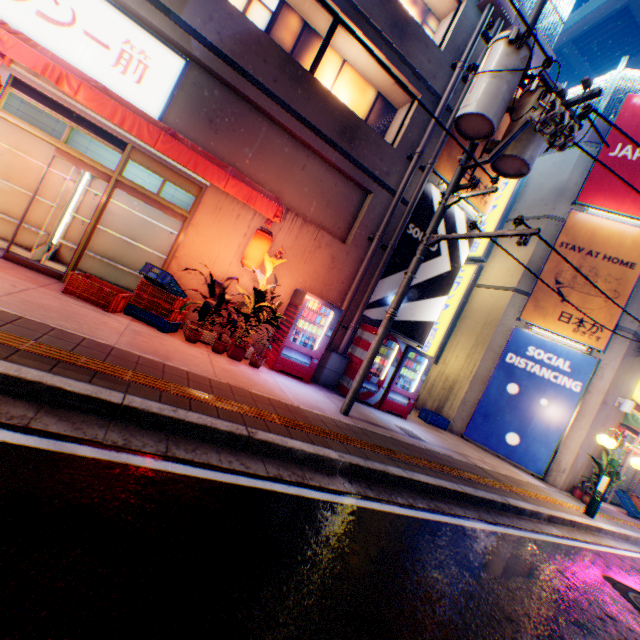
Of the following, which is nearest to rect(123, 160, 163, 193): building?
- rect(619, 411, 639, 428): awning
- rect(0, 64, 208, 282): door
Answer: rect(0, 64, 208, 282): door

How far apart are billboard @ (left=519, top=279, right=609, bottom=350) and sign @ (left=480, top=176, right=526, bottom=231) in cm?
218

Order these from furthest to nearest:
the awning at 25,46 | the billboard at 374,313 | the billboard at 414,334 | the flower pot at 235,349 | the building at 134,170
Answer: the billboard at 414,334 → the billboard at 374,313 → the building at 134,170 → the flower pot at 235,349 → the awning at 25,46

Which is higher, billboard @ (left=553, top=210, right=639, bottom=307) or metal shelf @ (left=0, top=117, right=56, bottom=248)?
billboard @ (left=553, top=210, right=639, bottom=307)

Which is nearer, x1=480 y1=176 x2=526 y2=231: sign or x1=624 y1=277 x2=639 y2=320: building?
x1=624 y1=277 x2=639 y2=320: building

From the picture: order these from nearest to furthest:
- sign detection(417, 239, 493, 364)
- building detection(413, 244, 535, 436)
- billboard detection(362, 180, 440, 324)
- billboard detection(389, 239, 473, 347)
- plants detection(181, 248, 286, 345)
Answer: plants detection(181, 248, 286, 345) < billboard detection(362, 180, 440, 324) < billboard detection(389, 239, 473, 347) < building detection(413, 244, 535, 436) < sign detection(417, 239, 493, 364)

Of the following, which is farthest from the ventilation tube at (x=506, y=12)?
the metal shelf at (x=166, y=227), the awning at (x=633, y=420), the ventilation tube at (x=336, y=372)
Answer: the awning at (x=633, y=420)

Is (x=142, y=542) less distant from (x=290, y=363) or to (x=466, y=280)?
(x=290, y=363)
